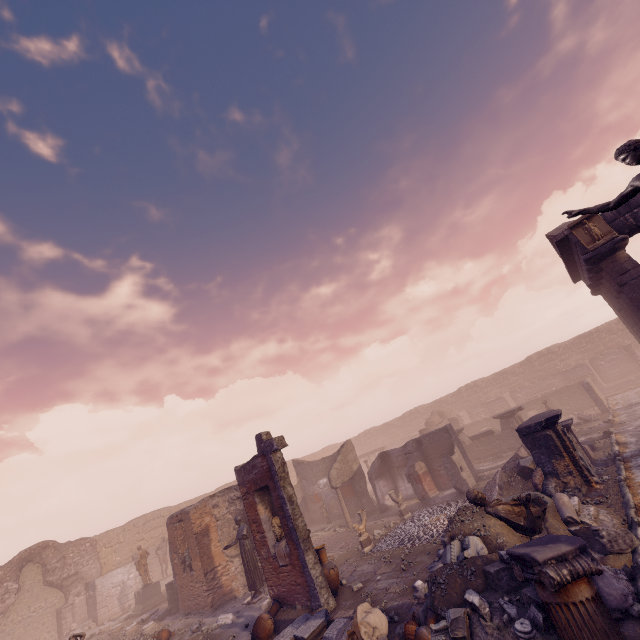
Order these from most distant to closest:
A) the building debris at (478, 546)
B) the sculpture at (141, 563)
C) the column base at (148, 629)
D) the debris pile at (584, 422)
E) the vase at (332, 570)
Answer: the sculpture at (141, 563), the debris pile at (584, 422), the column base at (148, 629), the vase at (332, 570), the building debris at (478, 546)

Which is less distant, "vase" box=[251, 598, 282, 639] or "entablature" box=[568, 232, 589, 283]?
"vase" box=[251, 598, 282, 639]

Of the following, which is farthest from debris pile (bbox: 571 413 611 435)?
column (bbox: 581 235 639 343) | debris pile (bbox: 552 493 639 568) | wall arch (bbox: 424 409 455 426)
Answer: wall arch (bbox: 424 409 455 426)

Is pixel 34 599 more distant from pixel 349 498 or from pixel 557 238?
pixel 557 238

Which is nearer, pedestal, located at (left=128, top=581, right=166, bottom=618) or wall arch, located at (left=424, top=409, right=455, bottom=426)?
pedestal, located at (left=128, top=581, right=166, bottom=618)

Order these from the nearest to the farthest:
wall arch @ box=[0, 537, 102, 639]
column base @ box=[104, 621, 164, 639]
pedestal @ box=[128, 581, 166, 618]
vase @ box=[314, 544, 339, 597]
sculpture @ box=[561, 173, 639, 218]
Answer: sculpture @ box=[561, 173, 639, 218]
vase @ box=[314, 544, 339, 597]
column base @ box=[104, 621, 164, 639]
pedestal @ box=[128, 581, 166, 618]
wall arch @ box=[0, 537, 102, 639]

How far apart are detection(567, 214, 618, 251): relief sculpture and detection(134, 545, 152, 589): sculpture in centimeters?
2761cm

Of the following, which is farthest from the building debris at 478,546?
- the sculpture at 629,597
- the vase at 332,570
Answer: the vase at 332,570
